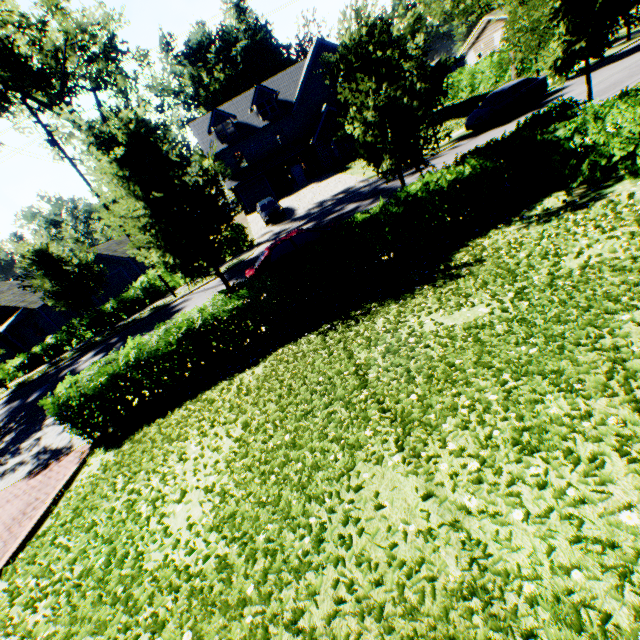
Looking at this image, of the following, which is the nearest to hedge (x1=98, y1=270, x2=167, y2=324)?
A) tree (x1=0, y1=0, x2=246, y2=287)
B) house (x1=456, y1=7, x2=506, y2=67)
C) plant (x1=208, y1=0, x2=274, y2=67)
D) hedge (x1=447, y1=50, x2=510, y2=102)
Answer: tree (x1=0, y1=0, x2=246, y2=287)

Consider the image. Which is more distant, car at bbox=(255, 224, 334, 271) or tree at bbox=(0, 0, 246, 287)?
car at bbox=(255, 224, 334, 271)

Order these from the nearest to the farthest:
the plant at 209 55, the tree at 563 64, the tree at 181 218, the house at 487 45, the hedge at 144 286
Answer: the tree at 181 218 → the tree at 563 64 → the hedge at 144 286 → the house at 487 45 → the plant at 209 55

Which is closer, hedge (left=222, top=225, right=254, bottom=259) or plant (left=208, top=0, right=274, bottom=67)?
hedge (left=222, top=225, right=254, bottom=259)

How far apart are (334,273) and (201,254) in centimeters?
436cm

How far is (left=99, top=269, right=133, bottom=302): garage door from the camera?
31.62m

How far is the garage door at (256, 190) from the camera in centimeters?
3584cm

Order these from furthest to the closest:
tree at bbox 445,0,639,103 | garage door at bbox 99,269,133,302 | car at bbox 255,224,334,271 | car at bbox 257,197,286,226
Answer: garage door at bbox 99,269,133,302
car at bbox 257,197,286,226
car at bbox 255,224,334,271
tree at bbox 445,0,639,103
